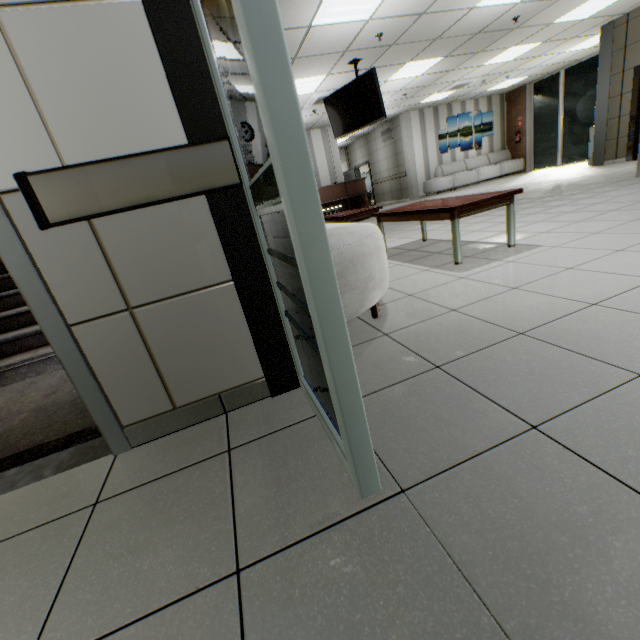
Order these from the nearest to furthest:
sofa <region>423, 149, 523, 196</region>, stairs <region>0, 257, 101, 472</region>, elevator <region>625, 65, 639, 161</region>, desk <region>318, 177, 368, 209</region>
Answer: stairs <region>0, 257, 101, 472</region>, elevator <region>625, 65, 639, 161</region>, desk <region>318, 177, 368, 209</region>, sofa <region>423, 149, 523, 196</region>

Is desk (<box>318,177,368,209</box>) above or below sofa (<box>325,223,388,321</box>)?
above

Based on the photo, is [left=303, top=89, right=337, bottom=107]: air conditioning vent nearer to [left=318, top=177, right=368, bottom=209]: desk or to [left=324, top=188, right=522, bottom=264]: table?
[left=318, top=177, right=368, bottom=209]: desk

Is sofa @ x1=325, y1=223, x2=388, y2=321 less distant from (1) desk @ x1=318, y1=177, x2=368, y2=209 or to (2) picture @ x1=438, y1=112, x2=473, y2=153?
(1) desk @ x1=318, y1=177, x2=368, y2=209

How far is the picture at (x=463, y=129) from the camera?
13.3m

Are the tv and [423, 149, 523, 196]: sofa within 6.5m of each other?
Answer: no

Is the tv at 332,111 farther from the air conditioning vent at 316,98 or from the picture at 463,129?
the picture at 463,129

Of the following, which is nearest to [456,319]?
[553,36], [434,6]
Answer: [434,6]
